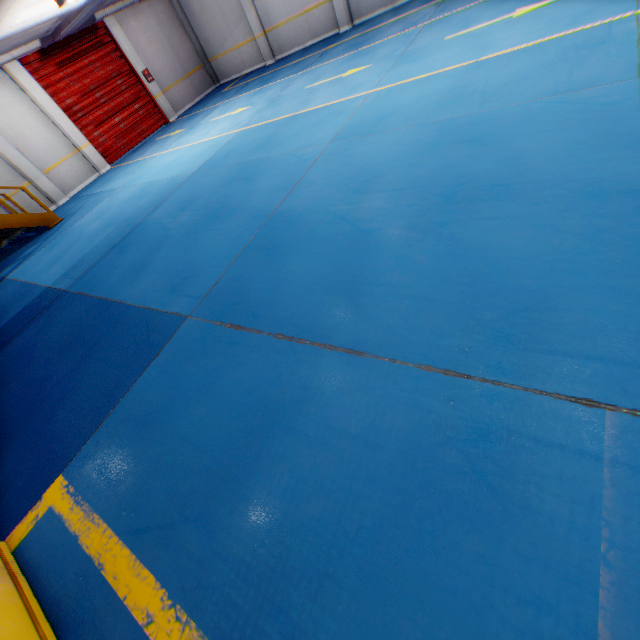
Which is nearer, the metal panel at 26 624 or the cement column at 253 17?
the metal panel at 26 624

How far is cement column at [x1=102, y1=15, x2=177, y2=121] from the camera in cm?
1269

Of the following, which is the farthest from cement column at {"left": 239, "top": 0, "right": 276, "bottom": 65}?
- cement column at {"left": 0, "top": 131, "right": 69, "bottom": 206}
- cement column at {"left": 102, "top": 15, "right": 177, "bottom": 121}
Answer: cement column at {"left": 0, "top": 131, "right": 69, "bottom": 206}

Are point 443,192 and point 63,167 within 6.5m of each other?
no

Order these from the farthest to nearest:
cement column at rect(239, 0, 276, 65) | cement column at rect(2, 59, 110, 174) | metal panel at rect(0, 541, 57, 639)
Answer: cement column at rect(239, 0, 276, 65) → cement column at rect(2, 59, 110, 174) → metal panel at rect(0, 541, 57, 639)

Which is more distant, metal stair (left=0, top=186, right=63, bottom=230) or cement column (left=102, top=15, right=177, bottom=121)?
cement column (left=102, top=15, right=177, bottom=121)

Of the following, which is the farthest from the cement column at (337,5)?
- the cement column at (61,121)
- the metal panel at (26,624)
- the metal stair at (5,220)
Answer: the metal panel at (26,624)

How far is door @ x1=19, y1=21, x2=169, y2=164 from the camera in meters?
11.6
